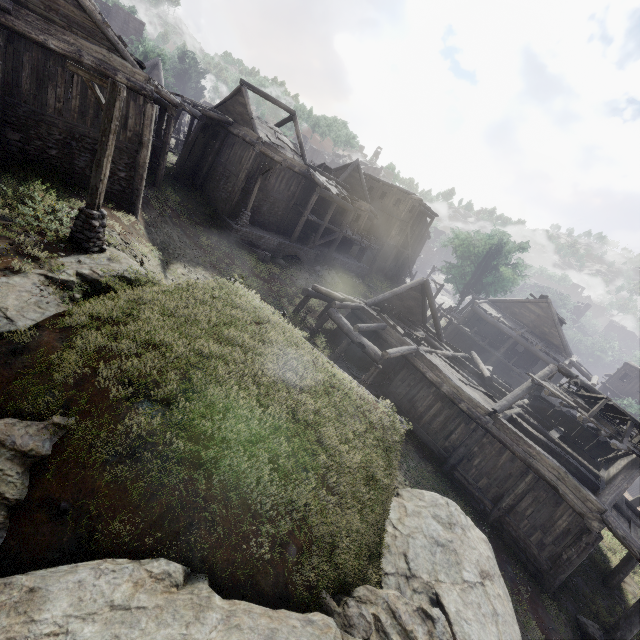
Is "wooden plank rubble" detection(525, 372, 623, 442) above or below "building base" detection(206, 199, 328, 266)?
above

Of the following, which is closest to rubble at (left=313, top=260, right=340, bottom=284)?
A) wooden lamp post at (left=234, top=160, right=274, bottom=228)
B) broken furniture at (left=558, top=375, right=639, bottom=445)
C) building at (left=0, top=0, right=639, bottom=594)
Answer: building at (left=0, top=0, right=639, bottom=594)

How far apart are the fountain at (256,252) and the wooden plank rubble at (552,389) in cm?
1684

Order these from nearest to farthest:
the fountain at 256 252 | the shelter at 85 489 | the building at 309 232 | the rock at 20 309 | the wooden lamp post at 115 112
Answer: the shelter at 85 489 < the rock at 20 309 < the wooden lamp post at 115 112 < the building at 309 232 < the fountain at 256 252

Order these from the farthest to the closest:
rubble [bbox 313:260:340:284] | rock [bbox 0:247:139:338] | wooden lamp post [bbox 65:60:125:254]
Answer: rubble [bbox 313:260:340:284] → wooden lamp post [bbox 65:60:125:254] → rock [bbox 0:247:139:338]

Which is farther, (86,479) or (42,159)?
(42,159)

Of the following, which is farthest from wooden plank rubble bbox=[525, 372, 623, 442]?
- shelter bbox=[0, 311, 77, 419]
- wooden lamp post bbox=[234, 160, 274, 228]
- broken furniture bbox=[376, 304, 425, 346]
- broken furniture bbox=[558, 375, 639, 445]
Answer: wooden lamp post bbox=[234, 160, 274, 228]

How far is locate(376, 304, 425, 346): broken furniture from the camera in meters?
18.0 m
